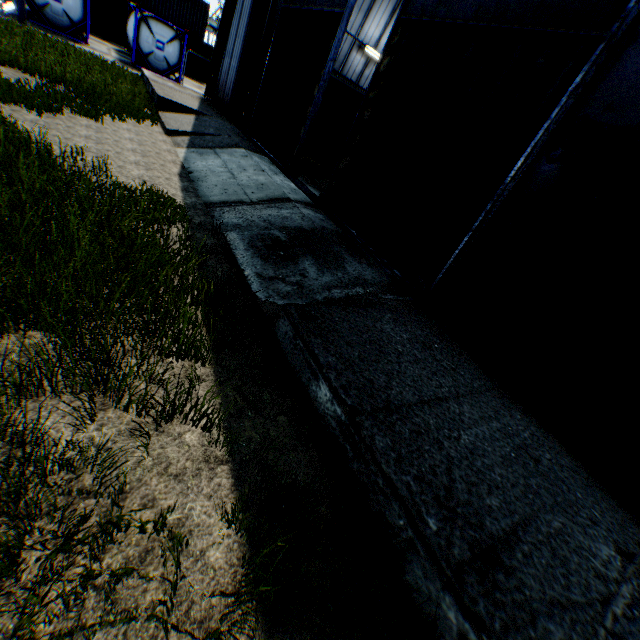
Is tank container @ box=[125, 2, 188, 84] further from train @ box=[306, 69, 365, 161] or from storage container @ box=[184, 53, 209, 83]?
train @ box=[306, 69, 365, 161]

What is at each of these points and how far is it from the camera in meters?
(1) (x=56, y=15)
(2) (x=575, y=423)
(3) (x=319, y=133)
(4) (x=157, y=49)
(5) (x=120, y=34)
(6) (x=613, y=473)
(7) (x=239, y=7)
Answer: (1) tank container, 18.0 m
(2) hanging door, 4.5 m
(3) train, 17.3 m
(4) tank container, 20.6 m
(5) storage container, 26.5 m
(6) building, 4.0 m
(7) building, 15.2 m

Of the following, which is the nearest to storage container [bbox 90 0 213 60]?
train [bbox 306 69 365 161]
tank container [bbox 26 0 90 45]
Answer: tank container [bbox 26 0 90 45]

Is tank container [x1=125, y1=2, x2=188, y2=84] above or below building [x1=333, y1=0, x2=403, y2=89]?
below

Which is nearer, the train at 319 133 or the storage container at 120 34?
the train at 319 133

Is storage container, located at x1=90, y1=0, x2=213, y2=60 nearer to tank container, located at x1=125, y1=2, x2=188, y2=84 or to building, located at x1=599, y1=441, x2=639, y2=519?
tank container, located at x1=125, y1=2, x2=188, y2=84

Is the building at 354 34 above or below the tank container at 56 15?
above

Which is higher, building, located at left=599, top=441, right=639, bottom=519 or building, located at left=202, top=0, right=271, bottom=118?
building, located at left=202, top=0, right=271, bottom=118
